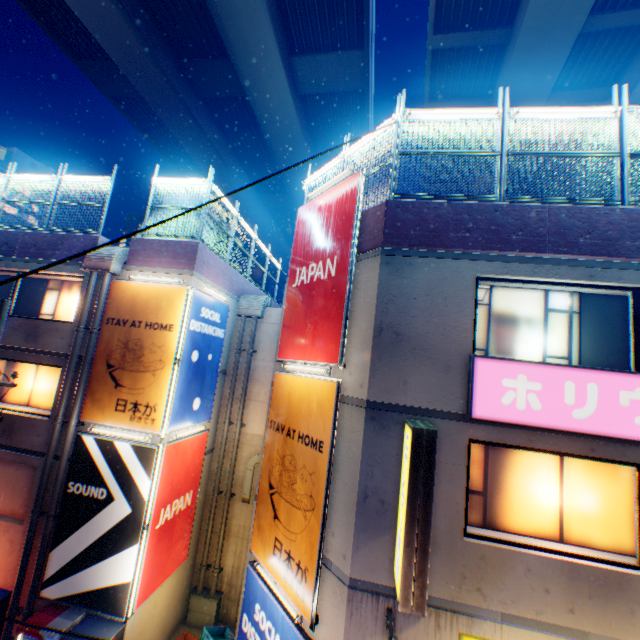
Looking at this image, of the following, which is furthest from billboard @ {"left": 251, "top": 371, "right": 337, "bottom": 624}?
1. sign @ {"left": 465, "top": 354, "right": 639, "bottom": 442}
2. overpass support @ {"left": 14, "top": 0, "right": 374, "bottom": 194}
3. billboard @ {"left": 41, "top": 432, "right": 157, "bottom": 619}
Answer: overpass support @ {"left": 14, "top": 0, "right": 374, "bottom": 194}

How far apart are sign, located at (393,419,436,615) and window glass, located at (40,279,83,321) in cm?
1094

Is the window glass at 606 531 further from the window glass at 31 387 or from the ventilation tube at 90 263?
the window glass at 31 387

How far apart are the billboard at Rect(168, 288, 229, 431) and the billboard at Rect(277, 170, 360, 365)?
3.1 meters

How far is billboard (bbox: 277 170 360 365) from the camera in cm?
686

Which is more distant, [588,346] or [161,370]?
[161,370]

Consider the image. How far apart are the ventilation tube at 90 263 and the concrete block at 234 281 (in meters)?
0.02

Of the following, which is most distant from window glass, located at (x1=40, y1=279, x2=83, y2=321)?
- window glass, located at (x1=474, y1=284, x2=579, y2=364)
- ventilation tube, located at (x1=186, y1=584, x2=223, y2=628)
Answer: window glass, located at (x1=474, y1=284, x2=579, y2=364)
